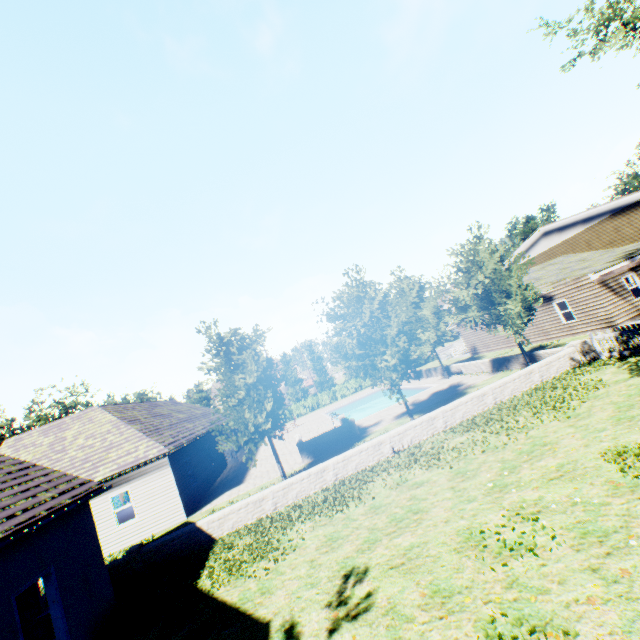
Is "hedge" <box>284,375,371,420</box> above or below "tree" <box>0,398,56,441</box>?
below

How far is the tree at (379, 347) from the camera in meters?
15.0 m

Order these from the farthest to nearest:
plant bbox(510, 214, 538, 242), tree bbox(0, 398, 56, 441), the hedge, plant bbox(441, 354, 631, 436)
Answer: tree bbox(0, 398, 56, 441) → plant bbox(510, 214, 538, 242) → the hedge → plant bbox(441, 354, 631, 436)

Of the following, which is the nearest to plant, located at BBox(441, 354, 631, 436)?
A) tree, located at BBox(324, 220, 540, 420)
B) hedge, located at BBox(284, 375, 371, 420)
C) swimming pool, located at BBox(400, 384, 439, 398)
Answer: tree, located at BBox(324, 220, 540, 420)

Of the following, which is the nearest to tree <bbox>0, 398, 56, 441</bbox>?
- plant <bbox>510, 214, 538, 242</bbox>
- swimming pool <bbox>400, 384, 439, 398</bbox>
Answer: swimming pool <bbox>400, 384, 439, 398</bbox>

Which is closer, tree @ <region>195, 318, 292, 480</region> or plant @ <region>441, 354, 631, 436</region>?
plant @ <region>441, 354, 631, 436</region>

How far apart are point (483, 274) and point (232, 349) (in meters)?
13.20

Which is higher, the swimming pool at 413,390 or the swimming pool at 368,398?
the swimming pool at 413,390
